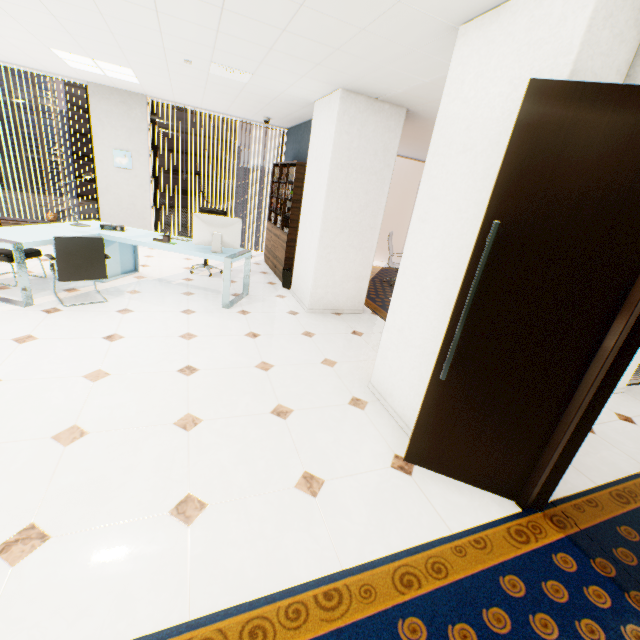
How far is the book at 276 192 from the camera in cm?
575

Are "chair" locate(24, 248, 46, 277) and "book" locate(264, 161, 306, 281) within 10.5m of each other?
yes

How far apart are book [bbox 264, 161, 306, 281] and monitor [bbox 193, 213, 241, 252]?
1.5m

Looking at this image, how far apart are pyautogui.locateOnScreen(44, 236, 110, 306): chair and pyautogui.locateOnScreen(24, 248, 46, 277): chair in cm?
57

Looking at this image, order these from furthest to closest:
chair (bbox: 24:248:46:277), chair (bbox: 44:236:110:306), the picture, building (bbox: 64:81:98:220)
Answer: building (bbox: 64:81:98:220) < the picture < chair (bbox: 24:248:46:277) < chair (bbox: 44:236:110:306)

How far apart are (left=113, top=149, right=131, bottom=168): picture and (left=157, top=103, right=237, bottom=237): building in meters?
56.8 m

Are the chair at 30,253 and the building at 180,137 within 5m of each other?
no

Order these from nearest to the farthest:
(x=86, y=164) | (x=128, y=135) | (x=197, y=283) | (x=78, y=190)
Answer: (x=197, y=283), (x=128, y=135), (x=86, y=164), (x=78, y=190)
